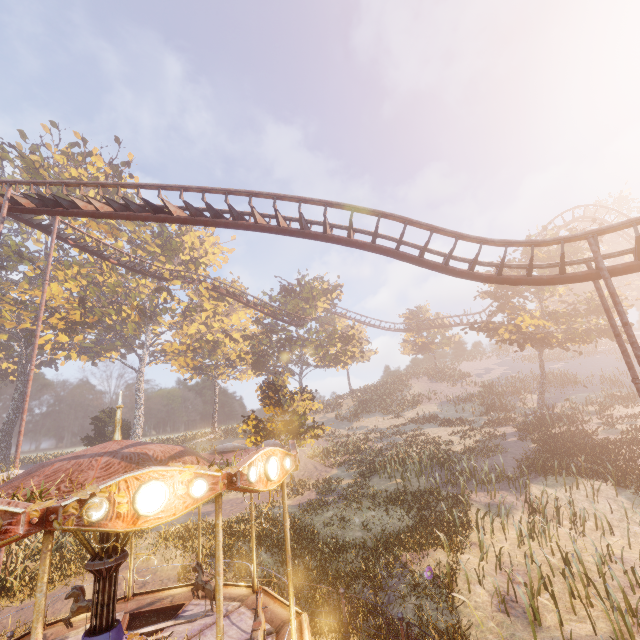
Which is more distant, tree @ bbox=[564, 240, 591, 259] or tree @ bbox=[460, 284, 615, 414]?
tree @ bbox=[564, 240, 591, 259]

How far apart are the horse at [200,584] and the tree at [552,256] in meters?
28.5

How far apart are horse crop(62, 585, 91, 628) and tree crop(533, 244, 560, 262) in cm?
3062

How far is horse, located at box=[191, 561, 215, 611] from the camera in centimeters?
815cm

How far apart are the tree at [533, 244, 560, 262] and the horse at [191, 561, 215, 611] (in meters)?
28.48

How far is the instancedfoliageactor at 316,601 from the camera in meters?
10.2 m

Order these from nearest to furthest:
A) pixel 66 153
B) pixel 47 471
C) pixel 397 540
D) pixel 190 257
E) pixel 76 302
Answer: pixel 47 471, pixel 397 540, pixel 76 302, pixel 66 153, pixel 190 257

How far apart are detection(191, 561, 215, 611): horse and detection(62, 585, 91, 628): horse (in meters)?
2.02
